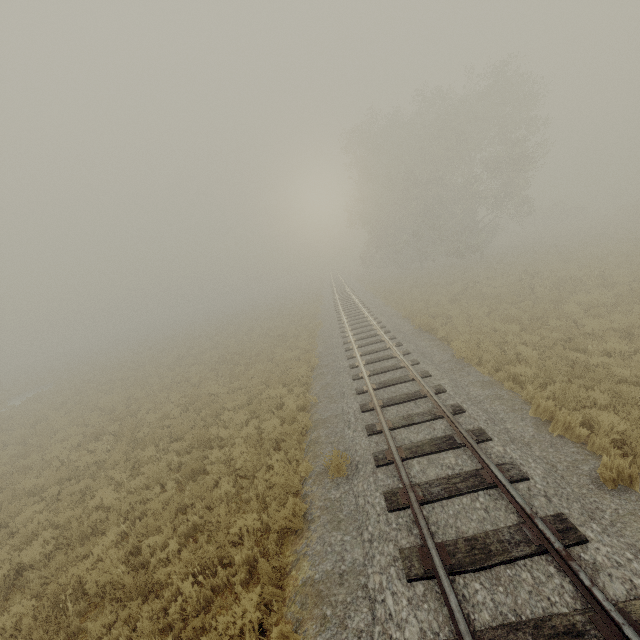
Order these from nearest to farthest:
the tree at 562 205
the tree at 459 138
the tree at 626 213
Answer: the tree at 459 138, the tree at 626 213, the tree at 562 205

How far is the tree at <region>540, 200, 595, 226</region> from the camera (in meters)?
50.53

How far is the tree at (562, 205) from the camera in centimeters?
5053cm

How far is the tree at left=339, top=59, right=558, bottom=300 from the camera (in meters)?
27.14

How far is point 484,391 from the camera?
8.9 meters

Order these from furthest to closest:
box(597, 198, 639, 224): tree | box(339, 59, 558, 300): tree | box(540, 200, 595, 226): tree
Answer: → box(540, 200, 595, 226): tree → box(597, 198, 639, 224): tree → box(339, 59, 558, 300): tree

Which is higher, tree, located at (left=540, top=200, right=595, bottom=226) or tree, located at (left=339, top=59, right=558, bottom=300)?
tree, located at (left=339, top=59, right=558, bottom=300)

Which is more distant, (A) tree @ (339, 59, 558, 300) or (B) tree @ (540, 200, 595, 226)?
(B) tree @ (540, 200, 595, 226)
